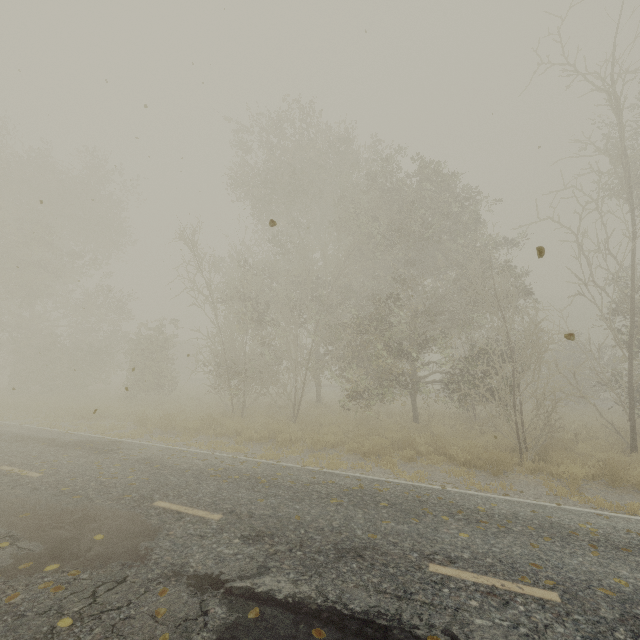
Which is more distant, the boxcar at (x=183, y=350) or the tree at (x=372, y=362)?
the boxcar at (x=183, y=350)

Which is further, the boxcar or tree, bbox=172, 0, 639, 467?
the boxcar

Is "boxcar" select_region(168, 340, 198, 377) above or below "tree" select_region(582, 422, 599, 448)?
above

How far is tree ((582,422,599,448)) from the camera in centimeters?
1176cm

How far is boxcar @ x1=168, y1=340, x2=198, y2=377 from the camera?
40.0m

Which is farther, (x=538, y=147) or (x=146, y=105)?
(x=538, y=147)

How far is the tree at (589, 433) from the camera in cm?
1176
